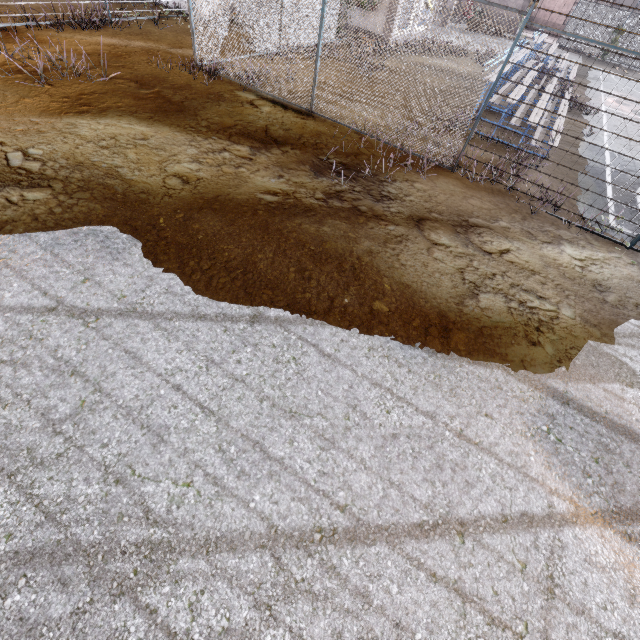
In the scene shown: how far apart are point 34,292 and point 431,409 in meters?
4.8

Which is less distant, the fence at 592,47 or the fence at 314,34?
the fence at 592,47

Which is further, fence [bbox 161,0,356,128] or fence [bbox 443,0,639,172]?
fence [bbox 161,0,356,128]
